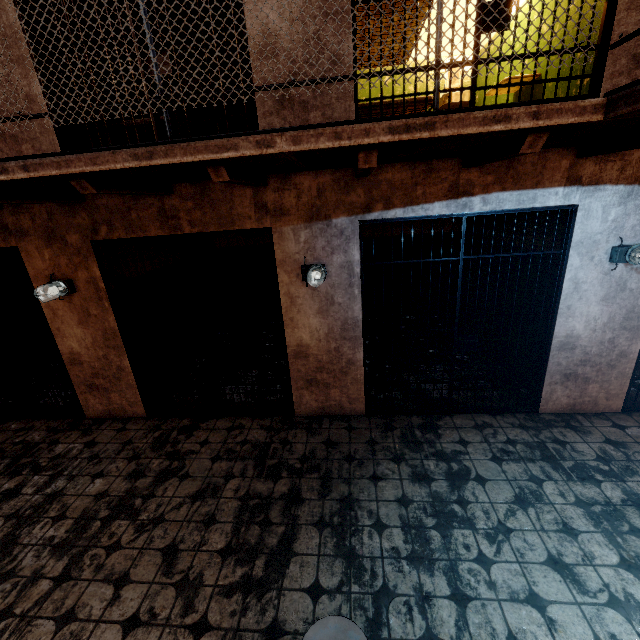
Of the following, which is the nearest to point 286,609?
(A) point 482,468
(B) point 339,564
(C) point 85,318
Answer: (B) point 339,564

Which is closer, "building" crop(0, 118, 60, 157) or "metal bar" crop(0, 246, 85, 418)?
"building" crop(0, 118, 60, 157)

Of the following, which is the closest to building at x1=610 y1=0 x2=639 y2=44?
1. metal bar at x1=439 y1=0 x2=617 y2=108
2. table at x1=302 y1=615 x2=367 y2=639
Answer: metal bar at x1=439 y1=0 x2=617 y2=108

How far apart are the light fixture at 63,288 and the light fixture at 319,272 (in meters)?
2.72

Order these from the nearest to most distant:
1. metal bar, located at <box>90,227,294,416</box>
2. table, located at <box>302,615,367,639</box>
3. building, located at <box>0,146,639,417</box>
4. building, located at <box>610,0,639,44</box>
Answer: table, located at <box>302,615,367,639</box>
building, located at <box>610,0,639,44</box>
building, located at <box>0,146,639,417</box>
metal bar, located at <box>90,227,294,416</box>

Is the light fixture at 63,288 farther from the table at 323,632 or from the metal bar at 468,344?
the table at 323,632

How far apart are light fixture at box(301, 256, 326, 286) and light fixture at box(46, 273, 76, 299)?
2.7m

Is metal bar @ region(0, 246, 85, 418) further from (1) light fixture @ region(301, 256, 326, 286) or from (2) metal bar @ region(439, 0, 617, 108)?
(2) metal bar @ region(439, 0, 617, 108)
